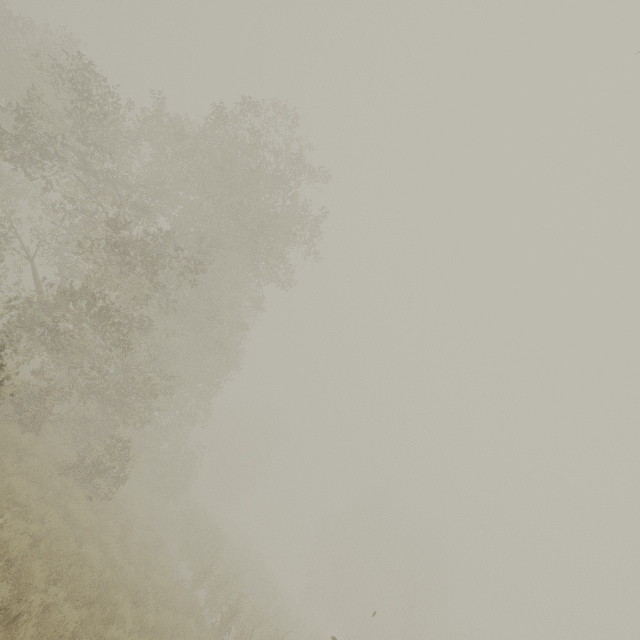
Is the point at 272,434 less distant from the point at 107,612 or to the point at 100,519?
the point at 100,519
